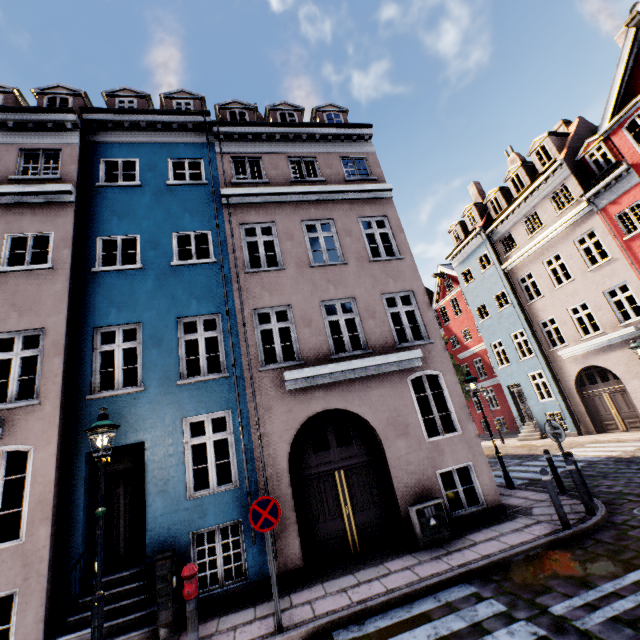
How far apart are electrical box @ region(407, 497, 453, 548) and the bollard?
2.84m

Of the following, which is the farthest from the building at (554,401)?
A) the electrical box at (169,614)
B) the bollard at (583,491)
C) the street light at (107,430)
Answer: the bollard at (583,491)

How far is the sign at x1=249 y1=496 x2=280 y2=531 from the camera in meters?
5.5

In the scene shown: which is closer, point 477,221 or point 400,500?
point 400,500

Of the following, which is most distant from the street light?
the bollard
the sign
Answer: the bollard

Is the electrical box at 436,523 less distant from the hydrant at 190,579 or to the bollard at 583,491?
the bollard at 583,491

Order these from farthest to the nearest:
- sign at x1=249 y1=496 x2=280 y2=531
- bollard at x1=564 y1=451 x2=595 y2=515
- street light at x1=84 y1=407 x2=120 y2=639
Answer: bollard at x1=564 y1=451 x2=595 y2=515
sign at x1=249 y1=496 x2=280 y2=531
street light at x1=84 y1=407 x2=120 y2=639

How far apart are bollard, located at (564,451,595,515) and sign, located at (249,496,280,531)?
6.4m
